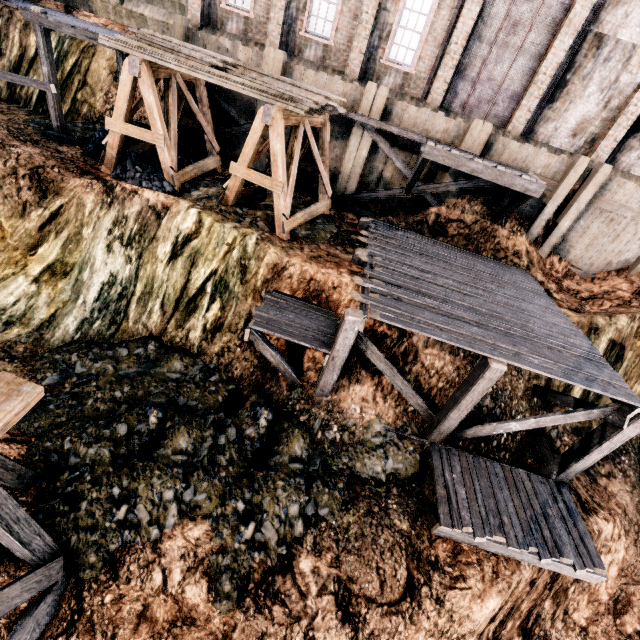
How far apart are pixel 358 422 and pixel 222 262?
6.9 meters

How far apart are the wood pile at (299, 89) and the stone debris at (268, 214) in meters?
3.5

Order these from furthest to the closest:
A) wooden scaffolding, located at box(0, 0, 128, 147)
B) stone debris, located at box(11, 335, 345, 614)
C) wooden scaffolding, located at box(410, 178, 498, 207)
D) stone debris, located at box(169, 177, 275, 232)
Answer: wooden scaffolding, located at box(410, 178, 498, 207), stone debris, located at box(169, 177, 275, 232), wooden scaffolding, located at box(0, 0, 128, 147), stone debris, located at box(11, 335, 345, 614)

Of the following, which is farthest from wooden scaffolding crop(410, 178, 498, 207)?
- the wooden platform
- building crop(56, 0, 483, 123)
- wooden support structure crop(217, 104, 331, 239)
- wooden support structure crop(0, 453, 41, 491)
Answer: wooden support structure crop(0, 453, 41, 491)

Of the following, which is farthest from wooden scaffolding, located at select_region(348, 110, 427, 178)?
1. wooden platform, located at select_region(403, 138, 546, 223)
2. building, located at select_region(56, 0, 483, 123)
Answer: building, located at select_region(56, 0, 483, 123)

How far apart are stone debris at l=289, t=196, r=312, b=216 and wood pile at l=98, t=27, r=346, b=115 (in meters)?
3.50

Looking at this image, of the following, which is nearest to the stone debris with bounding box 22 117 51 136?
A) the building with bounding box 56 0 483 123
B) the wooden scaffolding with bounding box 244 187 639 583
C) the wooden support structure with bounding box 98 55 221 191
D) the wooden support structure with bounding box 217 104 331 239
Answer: the wooden support structure with bounding box 98 55 221 191

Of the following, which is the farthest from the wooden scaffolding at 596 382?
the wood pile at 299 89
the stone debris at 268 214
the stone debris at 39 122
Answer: the stone debris at 39 122
